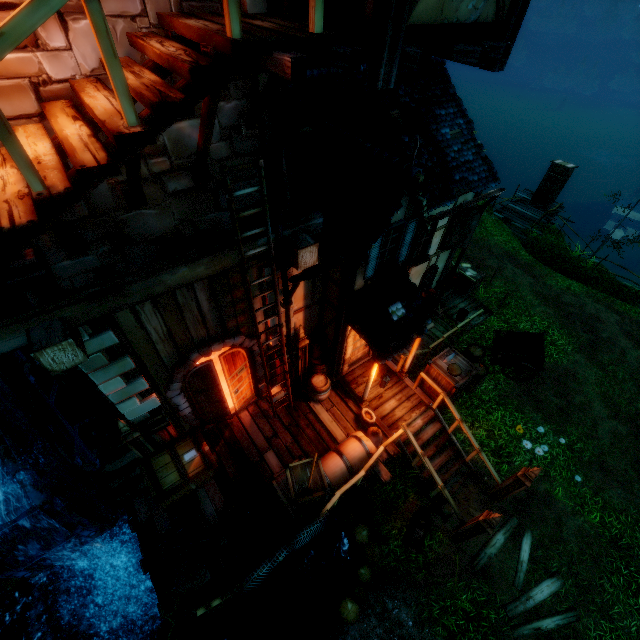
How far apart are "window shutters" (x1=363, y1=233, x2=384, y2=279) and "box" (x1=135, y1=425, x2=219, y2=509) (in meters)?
5.49

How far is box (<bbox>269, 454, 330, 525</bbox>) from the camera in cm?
682

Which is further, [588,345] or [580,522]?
[588,345]

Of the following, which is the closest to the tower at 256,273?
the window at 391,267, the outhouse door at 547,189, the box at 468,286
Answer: the window at 391,267

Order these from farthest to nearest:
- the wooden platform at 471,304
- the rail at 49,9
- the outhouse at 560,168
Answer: the outhouse at 560,168 < the wooden platform at 471,304 < the rail at 49,9

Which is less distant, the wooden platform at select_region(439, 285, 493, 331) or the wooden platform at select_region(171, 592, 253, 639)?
the wooden platform at select_region(171, 592, 253, 639)

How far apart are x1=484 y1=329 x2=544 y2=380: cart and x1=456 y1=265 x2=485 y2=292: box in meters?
2.8

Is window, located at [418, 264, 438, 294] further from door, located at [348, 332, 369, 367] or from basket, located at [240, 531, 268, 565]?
basket, located at [240, 531, 268, 565]
